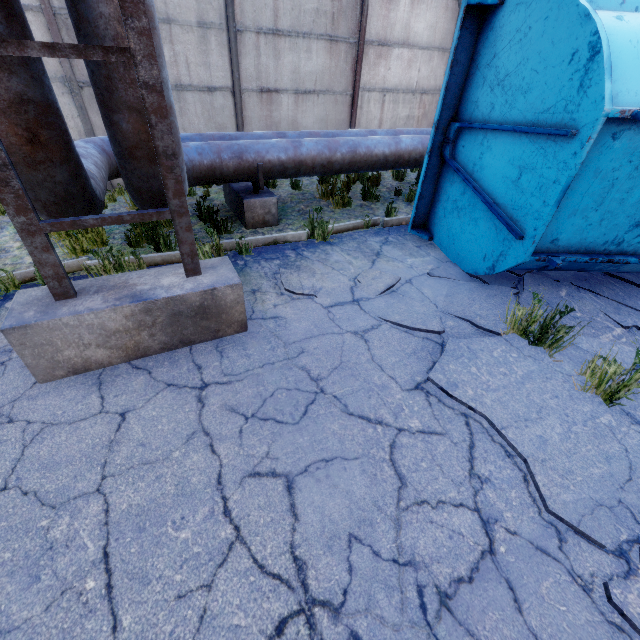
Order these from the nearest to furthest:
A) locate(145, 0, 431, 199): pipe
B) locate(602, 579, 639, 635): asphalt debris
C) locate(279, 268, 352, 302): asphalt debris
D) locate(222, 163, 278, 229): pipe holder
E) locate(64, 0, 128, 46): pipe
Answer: locate(602, 579, 639, 635): asphalt debris
locate(64, 0, 128, 46): pipe
locate(145, 0, 431, 199): pipe
locate(279, 268, 352, 302): asphalt debris
locate(222, 163, 278, 229): pipe holder

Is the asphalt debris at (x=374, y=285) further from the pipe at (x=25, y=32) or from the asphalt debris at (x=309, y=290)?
the pipe at (x=25, y=32)

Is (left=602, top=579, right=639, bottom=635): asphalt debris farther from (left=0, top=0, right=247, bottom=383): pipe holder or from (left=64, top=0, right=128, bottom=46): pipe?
(left=64, top=0, right=128, bottom=46): pipe

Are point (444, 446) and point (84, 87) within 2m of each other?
no

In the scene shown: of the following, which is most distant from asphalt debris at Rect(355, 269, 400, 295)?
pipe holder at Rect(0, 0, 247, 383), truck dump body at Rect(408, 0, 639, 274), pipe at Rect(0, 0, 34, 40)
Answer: pipe at Rect(0, 0, 34, 40)

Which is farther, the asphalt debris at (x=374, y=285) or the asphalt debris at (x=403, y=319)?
the asphalt debris at (x=374, y=285)

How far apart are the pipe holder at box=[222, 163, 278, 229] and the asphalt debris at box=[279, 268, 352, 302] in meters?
1.7

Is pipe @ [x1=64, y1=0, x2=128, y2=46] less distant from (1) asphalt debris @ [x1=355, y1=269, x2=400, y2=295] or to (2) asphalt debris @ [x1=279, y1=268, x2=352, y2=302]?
(2) asphalt debris @ [x1=279, y1=268, x2=352, y2=302]
